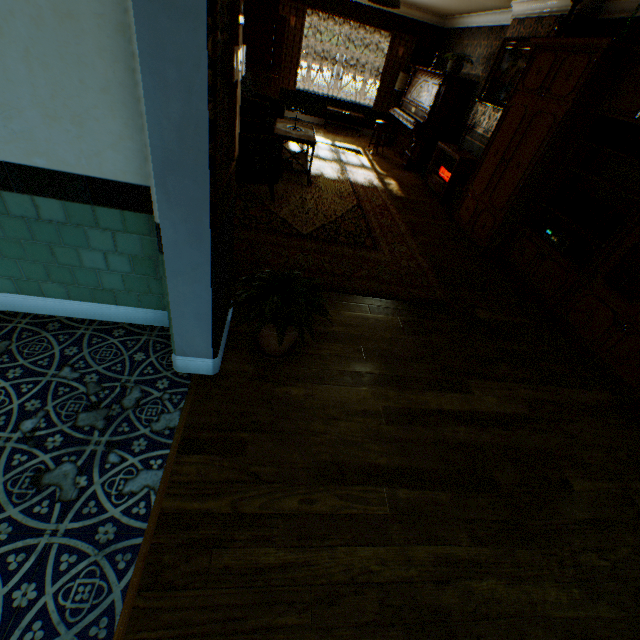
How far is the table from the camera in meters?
5.2

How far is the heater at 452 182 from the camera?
6.1 meters

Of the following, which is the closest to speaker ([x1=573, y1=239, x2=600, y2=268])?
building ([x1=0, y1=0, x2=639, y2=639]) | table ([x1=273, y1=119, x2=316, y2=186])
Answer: building ([x1=0, y1=0, x2=639, y2=639])

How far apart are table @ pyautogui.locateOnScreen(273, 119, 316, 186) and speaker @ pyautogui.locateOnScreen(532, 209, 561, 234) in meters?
3.5

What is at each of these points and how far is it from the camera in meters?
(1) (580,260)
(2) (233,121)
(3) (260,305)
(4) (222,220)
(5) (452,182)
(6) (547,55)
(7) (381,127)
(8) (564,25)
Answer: (1) speaker, 3.8 m
(2) crucifix, 1.6 m
(3) plant, 2.2 m
(4) building, 1.8 m
(5) heater, 6.3 m
(6) cabinet, 4.1 m
(7) piano stool, 8.5 m
(8) vase, 4.1 m

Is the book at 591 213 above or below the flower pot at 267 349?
above

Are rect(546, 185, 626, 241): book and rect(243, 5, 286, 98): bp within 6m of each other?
no

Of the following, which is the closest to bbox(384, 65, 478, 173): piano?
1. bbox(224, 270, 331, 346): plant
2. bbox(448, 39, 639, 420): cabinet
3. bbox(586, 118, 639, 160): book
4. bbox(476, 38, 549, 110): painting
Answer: bbox(476, 38, 549, 110): painting
